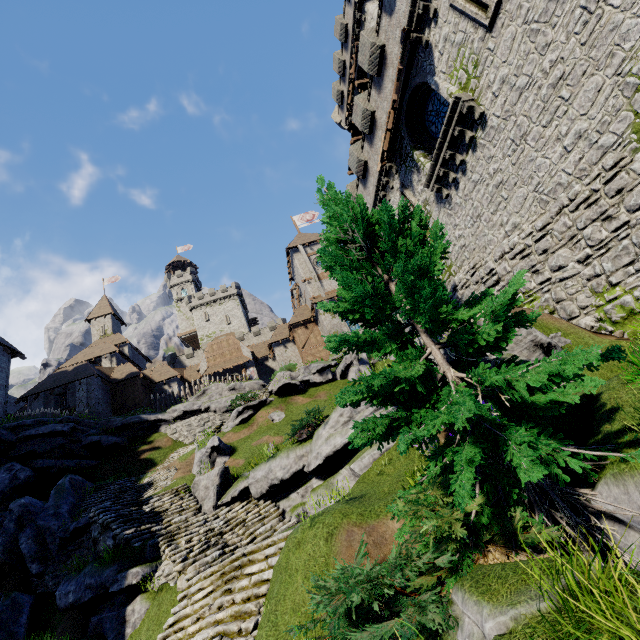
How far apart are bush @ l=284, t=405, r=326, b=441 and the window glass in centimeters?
1397cm

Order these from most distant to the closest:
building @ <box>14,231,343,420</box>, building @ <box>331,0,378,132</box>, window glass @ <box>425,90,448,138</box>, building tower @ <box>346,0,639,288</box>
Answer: building @ <box>14,231,343,420</box>, building @ <box>331,0,378,132</box>, window glass @ <box>425,90,448,138</box>, building tower @ <box>346,0,639,288</box>

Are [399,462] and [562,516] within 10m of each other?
yes

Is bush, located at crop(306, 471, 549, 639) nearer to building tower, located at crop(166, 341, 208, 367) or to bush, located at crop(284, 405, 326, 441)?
bush, located at crop(284, 405, 326, 441)

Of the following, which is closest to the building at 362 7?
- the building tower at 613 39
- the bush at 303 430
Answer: the building tower at 613 39

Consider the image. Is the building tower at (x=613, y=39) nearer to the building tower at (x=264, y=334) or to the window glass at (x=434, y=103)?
the window glass at (x=434, y=103)

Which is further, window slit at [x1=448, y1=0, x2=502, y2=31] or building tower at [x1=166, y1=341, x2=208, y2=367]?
building tower at [x1=166, y1=341, x2=208, y2=367]

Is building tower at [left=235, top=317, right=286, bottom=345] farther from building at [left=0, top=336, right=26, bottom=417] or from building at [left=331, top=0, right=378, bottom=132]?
building at [left=331, top=0, right=378, bottom=132]
